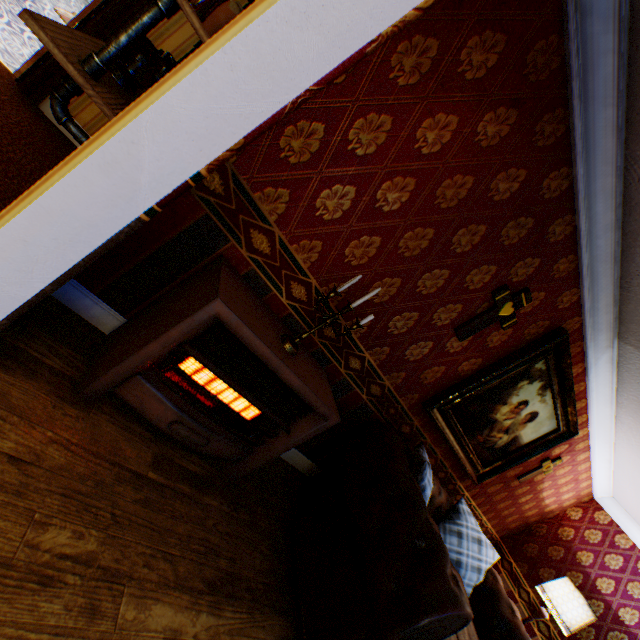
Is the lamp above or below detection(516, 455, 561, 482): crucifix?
below

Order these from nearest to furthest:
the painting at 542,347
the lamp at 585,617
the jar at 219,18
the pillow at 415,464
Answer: the jar at 219,18, the pillow at 415,464, the painting at 542,347, the lamp at 585,617

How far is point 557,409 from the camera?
3.53m

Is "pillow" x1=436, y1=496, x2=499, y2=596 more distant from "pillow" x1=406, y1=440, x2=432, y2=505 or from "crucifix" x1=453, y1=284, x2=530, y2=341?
"crucifix" x1=453, y1=284, x2=530, y2=341

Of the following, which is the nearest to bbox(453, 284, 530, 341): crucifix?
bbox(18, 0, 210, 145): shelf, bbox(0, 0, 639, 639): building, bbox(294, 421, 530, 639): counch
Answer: bbox(0, 0, 639, 639): building

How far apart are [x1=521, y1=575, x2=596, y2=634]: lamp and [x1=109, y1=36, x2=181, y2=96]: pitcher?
6.7 meters

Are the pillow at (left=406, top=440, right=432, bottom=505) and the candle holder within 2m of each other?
yes

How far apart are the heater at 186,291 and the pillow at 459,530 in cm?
237
